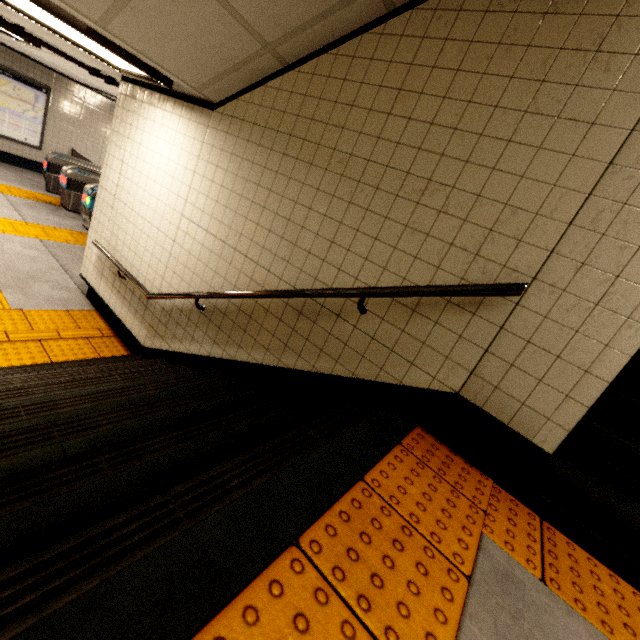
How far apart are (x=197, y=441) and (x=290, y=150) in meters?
2.1 m

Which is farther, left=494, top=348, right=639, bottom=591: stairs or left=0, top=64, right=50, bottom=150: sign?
left=0, top=64, right=50, bottom=150: sign

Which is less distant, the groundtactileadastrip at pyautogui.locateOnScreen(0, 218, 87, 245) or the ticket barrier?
the groundtactileadastrip at pyautogui.locateOnScreen(0, 218, 87, 245)

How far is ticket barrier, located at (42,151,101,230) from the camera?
7.1 meters

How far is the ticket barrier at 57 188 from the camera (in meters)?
7.12

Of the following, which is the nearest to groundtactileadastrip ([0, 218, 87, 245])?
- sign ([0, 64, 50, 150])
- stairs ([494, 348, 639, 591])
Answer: sign ([0, 64, 50, 150])

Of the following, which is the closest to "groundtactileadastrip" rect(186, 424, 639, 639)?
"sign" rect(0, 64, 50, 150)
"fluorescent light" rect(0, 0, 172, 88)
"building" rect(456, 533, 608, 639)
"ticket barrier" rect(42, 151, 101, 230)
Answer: "building" rect(456, 533, 608, 639)

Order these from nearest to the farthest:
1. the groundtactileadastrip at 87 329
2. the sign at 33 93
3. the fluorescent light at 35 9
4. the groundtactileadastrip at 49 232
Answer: the fluorescent light at 35 9 < the groundtactileadastrip at 87 329 < the groundtactileadastrip at 49 232 < the sign at 33 93
